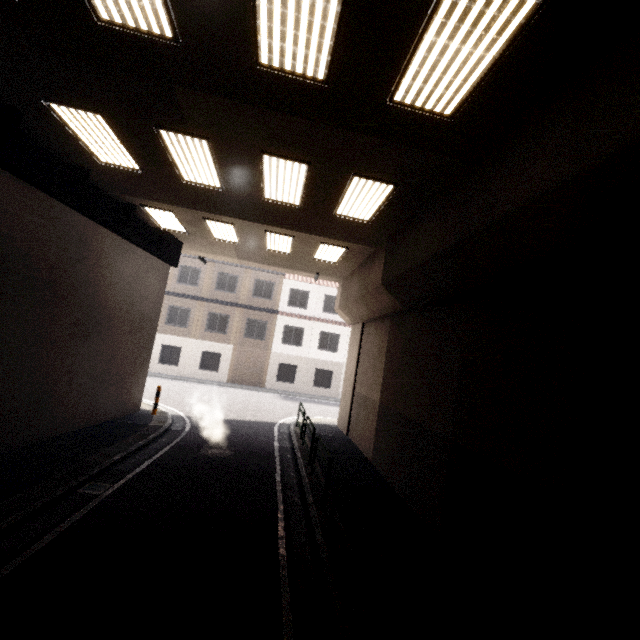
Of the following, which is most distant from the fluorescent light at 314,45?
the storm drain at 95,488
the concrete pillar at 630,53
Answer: the storm drain at 95,488

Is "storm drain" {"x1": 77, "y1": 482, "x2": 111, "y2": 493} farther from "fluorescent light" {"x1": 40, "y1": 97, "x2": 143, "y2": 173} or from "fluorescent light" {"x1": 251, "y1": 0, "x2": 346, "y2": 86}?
"fluorescent light" {"x1": 251, "y1": 0, "x2": 346, "y2": 86}

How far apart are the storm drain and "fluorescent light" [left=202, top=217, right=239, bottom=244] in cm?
754

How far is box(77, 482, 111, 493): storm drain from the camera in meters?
6.3

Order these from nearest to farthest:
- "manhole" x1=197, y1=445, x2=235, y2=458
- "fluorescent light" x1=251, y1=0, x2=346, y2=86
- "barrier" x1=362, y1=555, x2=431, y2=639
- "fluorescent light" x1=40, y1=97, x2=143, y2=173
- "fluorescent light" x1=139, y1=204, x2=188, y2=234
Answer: "barrier" x1=362, y1=555, x2=431, y2=639, "fluorescent light" x1=251, y1=0, x2=346, y2=86, "fluorescent light" x1=40, y1=97, x2=143, y2=173, "manhole" x1=197, y1=445, x2=235, y2=458, "fluorescent light" x1=139, y1=204, x2=188, y2=234

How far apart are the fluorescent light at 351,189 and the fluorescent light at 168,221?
5.3 meters

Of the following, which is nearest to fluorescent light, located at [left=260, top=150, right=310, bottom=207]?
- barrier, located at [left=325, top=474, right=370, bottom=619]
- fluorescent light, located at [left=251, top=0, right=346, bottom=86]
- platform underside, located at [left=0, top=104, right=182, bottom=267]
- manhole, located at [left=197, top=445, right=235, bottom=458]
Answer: fluorescent light, located at [left=251, top=0, right=346, bottom=86]

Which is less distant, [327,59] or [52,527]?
[327,59]
